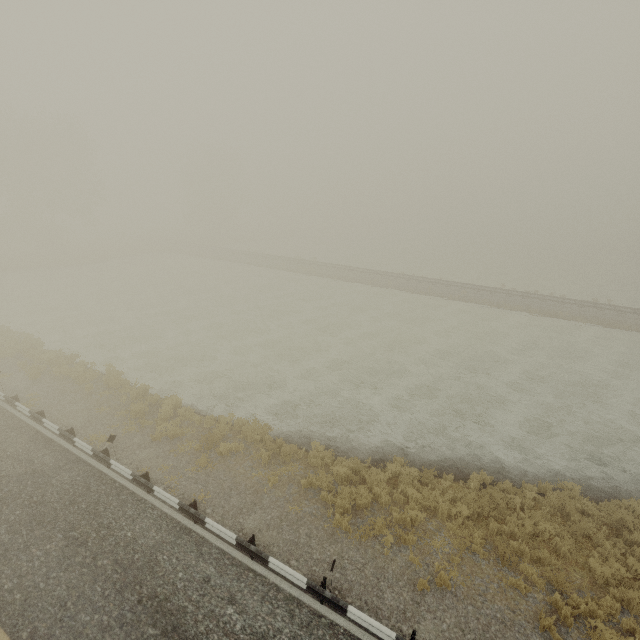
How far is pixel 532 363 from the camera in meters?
20.3 m

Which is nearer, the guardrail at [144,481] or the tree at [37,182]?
the guardrail at [144,481]

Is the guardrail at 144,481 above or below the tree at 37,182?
below

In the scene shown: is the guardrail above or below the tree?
below

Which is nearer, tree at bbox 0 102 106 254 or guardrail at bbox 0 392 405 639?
guardrail at bbox 0 392 405 639
